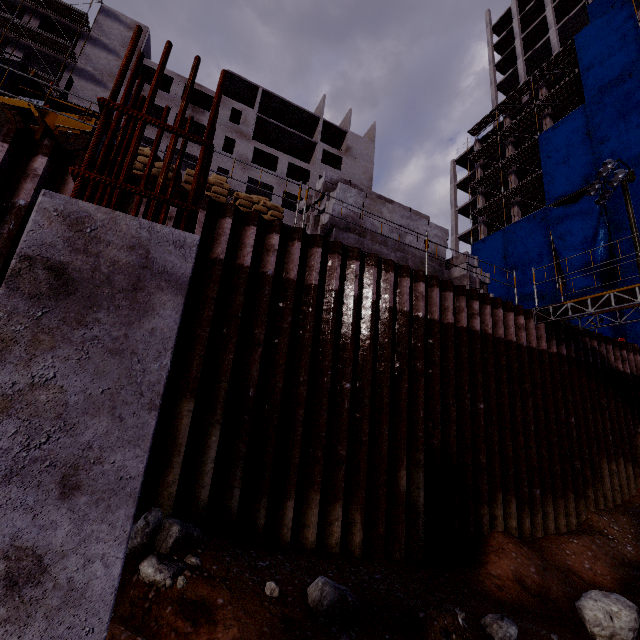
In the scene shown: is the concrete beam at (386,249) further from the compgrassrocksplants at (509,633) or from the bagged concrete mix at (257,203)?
the compgrassrocksplants at (509,633)

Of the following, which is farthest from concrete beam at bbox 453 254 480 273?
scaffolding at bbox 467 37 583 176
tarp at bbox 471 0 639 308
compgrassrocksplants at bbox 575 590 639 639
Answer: scaffolding at bbox 467 37 583 176

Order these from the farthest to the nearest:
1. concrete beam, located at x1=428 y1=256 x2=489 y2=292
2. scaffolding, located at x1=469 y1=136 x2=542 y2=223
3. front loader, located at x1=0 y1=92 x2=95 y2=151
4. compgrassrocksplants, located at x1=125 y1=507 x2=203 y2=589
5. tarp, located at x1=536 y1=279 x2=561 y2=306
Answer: scaffolding, located at x1=469 y1=136 x2=542 y2=223 < tarp, located at x1=536 y1=279 x2=561 y2=306 < concrete beam, located at x1=428 y1=256 x2=489 y2=292 < front loader, located at x1=0 y1=92 x2=95 y2=151 < compgrassrocksplants, located at x1=125 y1=507 x2=203 y2=589

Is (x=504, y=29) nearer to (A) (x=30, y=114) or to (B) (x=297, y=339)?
(A) (x=30, y=114)

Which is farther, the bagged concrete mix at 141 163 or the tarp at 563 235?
the tarp at 563 235

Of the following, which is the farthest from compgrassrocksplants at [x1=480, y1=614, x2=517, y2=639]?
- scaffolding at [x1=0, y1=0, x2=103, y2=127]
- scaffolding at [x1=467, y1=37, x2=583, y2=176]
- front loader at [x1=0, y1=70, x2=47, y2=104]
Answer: scaffolding at [x1=467, y1=37, x2=583, y2=176]

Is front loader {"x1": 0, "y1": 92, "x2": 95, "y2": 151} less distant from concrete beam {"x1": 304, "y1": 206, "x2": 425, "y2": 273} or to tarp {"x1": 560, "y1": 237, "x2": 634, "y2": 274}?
concrete beam {"x1": 304, "y1": 206, "x2": 425, "y2": 273}

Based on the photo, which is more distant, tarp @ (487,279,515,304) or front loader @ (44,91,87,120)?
tarp @ (487,279,515,304)
